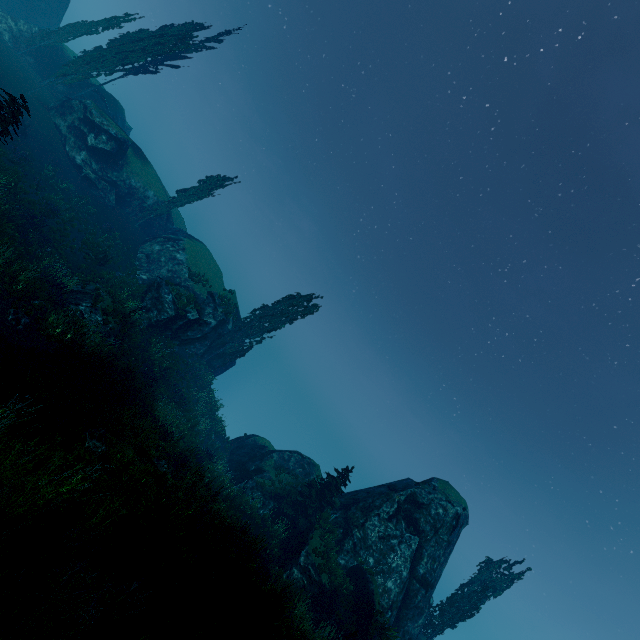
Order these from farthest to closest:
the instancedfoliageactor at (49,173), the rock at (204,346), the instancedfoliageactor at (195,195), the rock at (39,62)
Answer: the instancedfoliageactor at (195,195) → the rock at (39,62) → the rock at (204,346) → the instancedfoliageactor at (49,173)

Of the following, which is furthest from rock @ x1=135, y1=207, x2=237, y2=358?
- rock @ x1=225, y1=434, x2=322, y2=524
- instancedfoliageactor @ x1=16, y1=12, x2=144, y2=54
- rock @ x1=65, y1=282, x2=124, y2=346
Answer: rock @ x1=225, y1=434, x2=322, y2=524

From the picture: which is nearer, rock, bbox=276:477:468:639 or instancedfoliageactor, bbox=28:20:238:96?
rock, bbox=276:477:468:639

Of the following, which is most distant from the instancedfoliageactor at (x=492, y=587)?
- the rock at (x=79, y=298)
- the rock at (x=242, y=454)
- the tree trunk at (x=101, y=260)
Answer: the tree trunk at (x=101, y=260)

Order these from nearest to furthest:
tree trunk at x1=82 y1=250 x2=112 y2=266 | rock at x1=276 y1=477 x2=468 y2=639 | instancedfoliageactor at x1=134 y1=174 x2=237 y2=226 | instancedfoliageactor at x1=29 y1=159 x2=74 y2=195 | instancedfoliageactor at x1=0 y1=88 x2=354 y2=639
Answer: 1. instancedfoliageactor at x1=0 y1=88 x2=354 y2=639
2. rock at x1=276 y1=477 x2=468 y2=639
3. instancedfoliageactor at x1=29 y1=159 x2=74 y2=195
4. tree trunk at x1=82 y1=250 x2=112 y2=266
5. instancedfoliageactor at x1=134 y1=174 x2=237 y2=226

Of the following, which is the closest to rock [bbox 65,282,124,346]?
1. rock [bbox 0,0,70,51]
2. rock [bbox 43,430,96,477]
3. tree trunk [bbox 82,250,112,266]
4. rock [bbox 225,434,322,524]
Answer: tree trunk [bbox 82,250,112,266]

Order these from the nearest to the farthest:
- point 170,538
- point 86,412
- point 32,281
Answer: point 170,538
point 86,412
point 32,281

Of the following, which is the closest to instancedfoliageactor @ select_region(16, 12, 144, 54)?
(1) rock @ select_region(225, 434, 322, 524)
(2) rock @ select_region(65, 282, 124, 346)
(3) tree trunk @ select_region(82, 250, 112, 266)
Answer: (1) rock @ select_region(225, 434, 322, 524)
